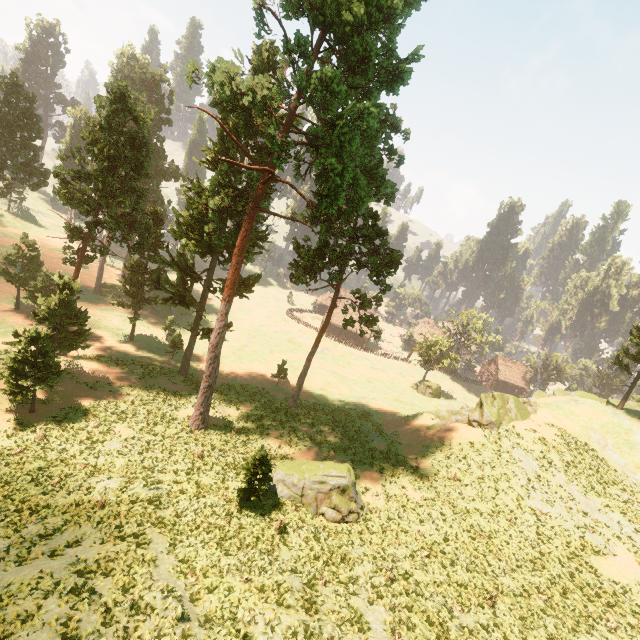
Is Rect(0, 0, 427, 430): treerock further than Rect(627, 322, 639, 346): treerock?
No

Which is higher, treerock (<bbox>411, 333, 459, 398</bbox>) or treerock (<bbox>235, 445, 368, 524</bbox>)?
treerock (<bbox>235, 445, 368, 524</bbox>)

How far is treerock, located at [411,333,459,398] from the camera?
51.9 meters

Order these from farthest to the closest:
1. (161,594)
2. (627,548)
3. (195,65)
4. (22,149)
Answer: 1. (22,149)
2. (195,65)
3. (627,548)
4. (161,594)

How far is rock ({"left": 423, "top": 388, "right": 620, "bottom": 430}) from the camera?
29.4m

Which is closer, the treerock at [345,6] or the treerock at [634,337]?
the treerock at [345,6]
